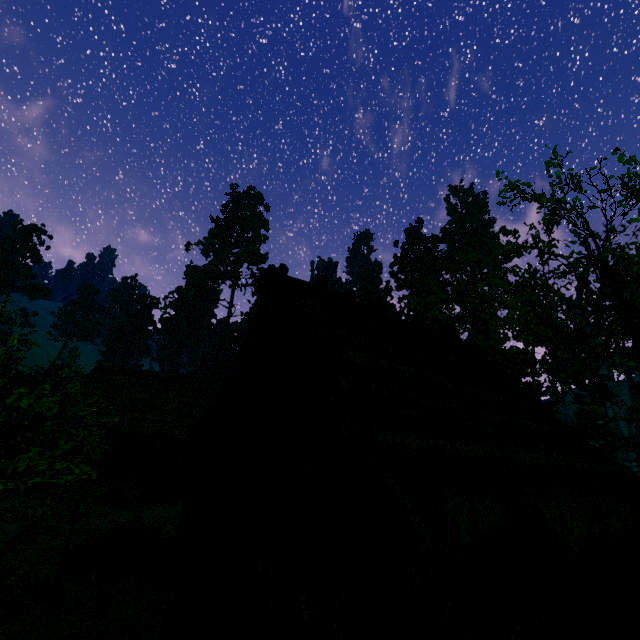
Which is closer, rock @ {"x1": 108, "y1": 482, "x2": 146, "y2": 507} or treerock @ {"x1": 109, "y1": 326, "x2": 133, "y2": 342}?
rock @ {"x1": 108, "y1": 482, "x2": 146, "y2": 507}

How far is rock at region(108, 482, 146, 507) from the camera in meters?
15.0

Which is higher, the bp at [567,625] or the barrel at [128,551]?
the bp at [567,625]

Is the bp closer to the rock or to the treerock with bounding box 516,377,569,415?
the treerock with bounding box 516,377,569,415

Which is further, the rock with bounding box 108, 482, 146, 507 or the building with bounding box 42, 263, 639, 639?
the rock with bounding box 108, 482, 146, 507

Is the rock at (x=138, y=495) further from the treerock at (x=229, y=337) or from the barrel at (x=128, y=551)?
the barrel at (x=128, y=551)

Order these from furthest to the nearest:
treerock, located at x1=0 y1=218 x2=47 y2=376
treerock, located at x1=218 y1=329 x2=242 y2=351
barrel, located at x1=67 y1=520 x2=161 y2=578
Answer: treerock, located at x1=218 y1=329 x2=242 y2=351
barrel, located at x1=67 y1=520 x2=161 y2=578
treerock, located at x1=0 y1=218 x2=47 y2=376

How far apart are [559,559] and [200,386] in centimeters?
2411cm
